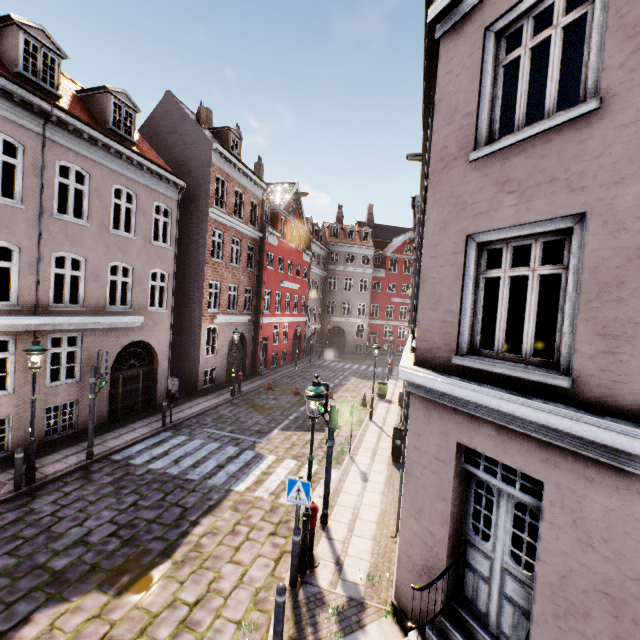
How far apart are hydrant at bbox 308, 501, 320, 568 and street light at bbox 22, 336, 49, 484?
7.63m

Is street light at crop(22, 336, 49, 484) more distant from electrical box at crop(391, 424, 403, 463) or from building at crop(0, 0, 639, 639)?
electrical box at crop(391, 424, 403, 463)

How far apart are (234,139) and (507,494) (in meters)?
22.91

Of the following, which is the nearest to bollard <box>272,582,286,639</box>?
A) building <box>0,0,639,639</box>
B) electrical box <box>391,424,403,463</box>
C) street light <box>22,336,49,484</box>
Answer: building <box>0,0,639,639</box>

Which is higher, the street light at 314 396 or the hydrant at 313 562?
the street light at 314 396

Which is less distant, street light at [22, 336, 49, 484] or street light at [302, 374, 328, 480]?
street light at [302, 374, 328, 480]

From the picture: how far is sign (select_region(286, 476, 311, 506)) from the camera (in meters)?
6.24

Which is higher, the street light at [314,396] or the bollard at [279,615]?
the street light at [314,396]
